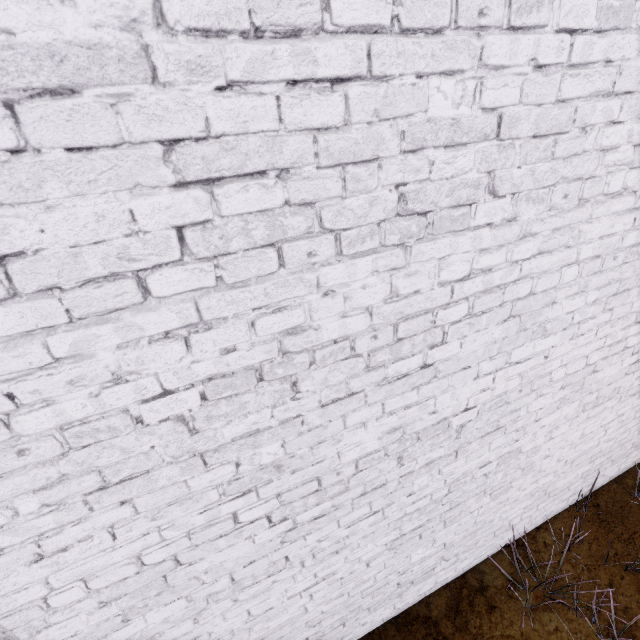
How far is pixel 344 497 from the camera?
1.8m
